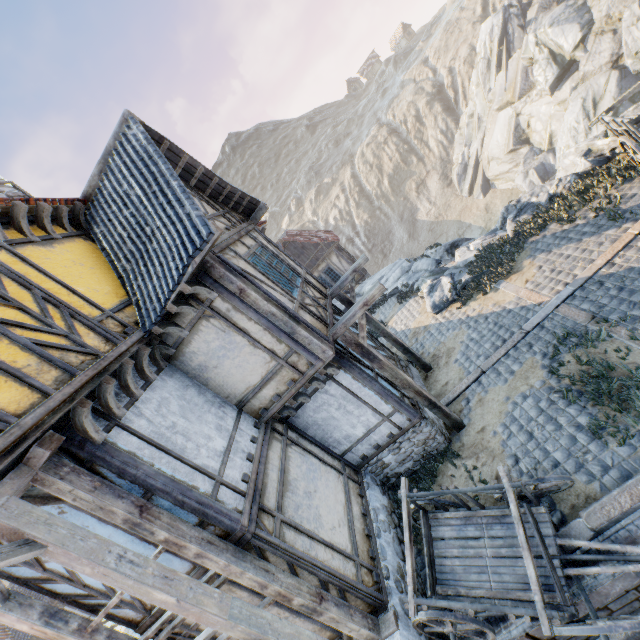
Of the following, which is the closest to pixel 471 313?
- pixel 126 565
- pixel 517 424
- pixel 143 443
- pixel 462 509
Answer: pixel 517 424

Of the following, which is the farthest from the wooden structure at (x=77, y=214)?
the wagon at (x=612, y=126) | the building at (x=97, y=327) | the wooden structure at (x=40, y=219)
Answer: the wagon at (x=612, y=126)

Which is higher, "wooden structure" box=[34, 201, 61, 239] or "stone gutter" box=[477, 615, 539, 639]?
"wooden structure" box=[34, 201, 61, 239]

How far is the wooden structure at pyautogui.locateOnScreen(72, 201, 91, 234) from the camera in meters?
6.8 m

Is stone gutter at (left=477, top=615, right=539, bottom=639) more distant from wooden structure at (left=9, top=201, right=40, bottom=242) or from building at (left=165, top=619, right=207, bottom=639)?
wooden structure at (left=9, top=201, right=40, bottom=242)

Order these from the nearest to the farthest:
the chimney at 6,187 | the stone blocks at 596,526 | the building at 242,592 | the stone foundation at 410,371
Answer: the stone blocks at 596,526 < the building at 242,592 < the chimney at 6,187 < the stone foundation at 410,371

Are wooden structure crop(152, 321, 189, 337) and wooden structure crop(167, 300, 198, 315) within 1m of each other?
yes

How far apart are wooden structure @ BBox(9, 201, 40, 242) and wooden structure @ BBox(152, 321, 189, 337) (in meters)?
2.49
